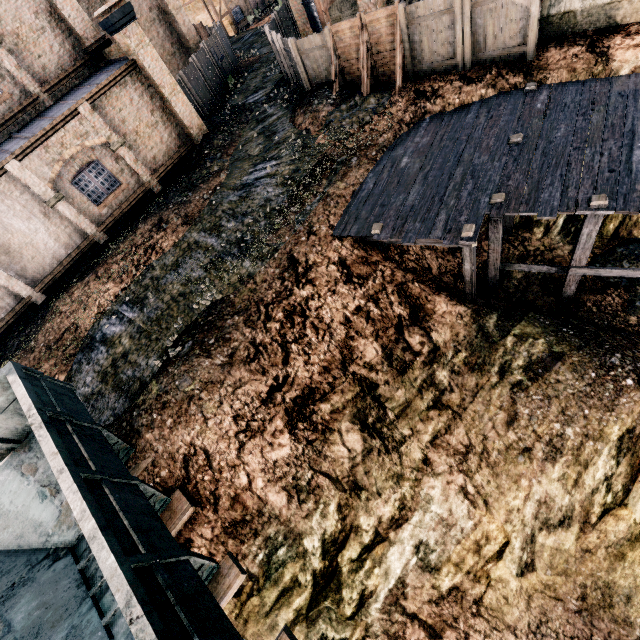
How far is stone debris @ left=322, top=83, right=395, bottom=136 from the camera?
14.9m

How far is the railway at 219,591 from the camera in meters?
6.7

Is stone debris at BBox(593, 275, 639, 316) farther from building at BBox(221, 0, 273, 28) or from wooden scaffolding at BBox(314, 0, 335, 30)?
building at BBox(221, 0, 273, 28)

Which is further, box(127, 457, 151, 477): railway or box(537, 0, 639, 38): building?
box(537, 0, 639, 38): building

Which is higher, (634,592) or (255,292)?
(255,292)

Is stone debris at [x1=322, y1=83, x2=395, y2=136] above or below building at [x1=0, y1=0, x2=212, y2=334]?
below

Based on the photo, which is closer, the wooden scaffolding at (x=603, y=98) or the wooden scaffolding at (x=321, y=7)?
the wooden scaffolding at (x=603, y=98)

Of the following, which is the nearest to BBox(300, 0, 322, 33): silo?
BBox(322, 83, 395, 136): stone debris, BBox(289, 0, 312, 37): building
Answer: BBox(289, 0, 312, 37): building
